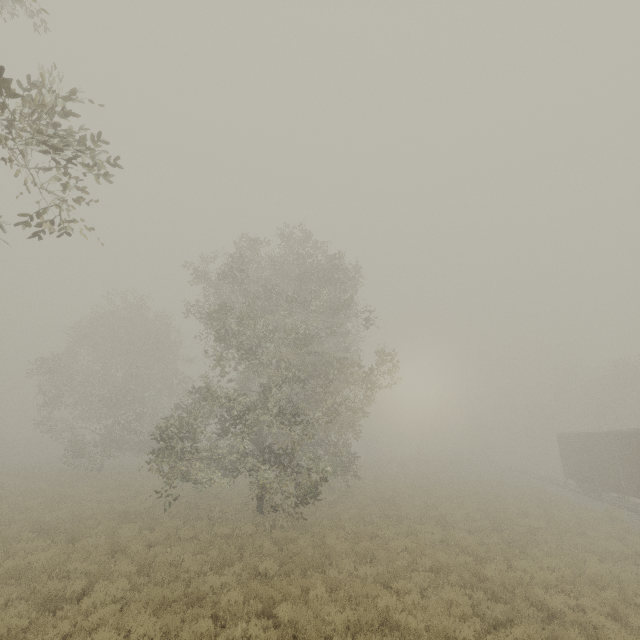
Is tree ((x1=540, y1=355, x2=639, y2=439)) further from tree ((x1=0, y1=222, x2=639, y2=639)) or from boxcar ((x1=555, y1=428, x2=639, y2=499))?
boxcar ((x1=555, y1=428, x2=639, y2=499))

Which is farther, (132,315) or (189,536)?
(132,315)

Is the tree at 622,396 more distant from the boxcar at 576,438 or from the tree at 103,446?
the boxcar at 576,438

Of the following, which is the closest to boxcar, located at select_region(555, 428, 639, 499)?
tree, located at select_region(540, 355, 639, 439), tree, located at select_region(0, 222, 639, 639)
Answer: tree, located at select_region(540, 355, 639, 439)

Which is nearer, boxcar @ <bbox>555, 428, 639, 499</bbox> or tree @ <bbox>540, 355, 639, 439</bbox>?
boxcar @ <bbox>555, 428, 639, 499</bbox>

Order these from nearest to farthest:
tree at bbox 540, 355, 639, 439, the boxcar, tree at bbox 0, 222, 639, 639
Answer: tree at bbox 0, 222, 639, 639 → the boxcar → tree at bbox 540, 355, 639, 439
